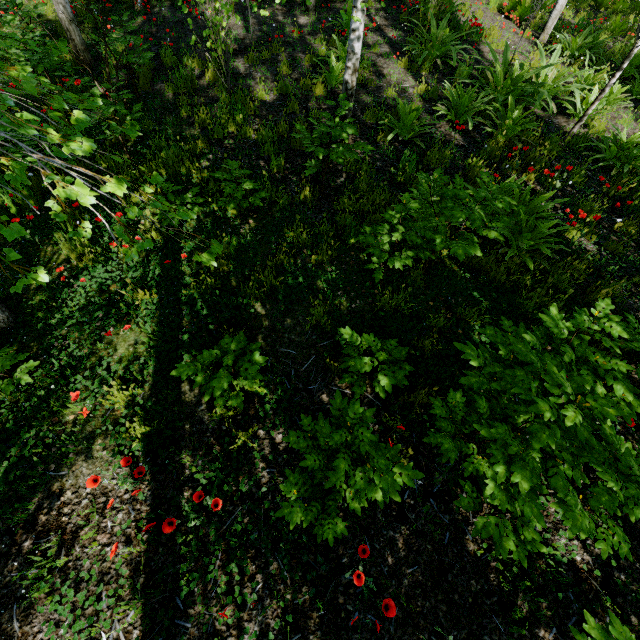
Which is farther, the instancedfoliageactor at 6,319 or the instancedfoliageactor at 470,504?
the instancedfoliageactor at 6,319

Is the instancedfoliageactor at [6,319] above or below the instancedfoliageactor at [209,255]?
below

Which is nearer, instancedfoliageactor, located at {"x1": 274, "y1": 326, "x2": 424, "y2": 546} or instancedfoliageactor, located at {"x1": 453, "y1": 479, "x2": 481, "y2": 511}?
instancedfoliageactor, located at {"x1": 274, "y1": 326, "x2": 424, "y2": 546}

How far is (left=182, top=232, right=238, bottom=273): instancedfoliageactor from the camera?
1.7 meters

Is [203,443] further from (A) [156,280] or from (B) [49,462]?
(A) [156,280]

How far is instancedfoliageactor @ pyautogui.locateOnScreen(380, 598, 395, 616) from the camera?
1.9m

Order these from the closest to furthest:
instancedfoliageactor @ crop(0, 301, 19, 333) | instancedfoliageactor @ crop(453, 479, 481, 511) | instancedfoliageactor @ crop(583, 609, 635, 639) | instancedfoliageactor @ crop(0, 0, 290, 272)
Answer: instancedfoliageactor @ crop(0, 0, 290, 272), instancedfoliageactor @ crop(583, 609, 635, 639), instancedfoliageactor @ crop(453, 479, 481, 511), instancedfoliageactor @ crop(0, 301, 19, 333)
